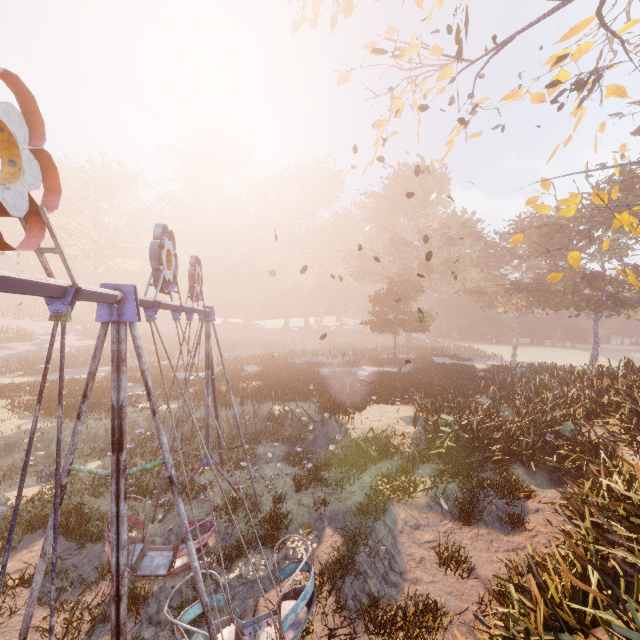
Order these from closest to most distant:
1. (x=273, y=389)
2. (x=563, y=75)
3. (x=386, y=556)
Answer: (x=386, y=556)
(x=563, y=75)
(x=273, y=389)

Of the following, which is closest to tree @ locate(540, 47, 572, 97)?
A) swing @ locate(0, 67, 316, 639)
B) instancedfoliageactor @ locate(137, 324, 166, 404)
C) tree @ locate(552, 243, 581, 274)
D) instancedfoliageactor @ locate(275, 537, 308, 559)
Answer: tree @ locate(552, 243, 581, 274)

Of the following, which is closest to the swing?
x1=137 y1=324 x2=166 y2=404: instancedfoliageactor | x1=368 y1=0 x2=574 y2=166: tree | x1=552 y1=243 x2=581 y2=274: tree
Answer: x1=368 y1=0 x2=574 y2=166: tree

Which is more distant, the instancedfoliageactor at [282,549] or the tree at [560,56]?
the tree at [560,56]

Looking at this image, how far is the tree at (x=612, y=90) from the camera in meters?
10.5

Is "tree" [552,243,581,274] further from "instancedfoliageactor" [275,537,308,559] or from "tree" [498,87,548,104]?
"instancedfoliageactor" [275,537,308,559]

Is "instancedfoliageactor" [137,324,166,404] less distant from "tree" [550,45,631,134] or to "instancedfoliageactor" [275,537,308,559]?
"instancedfoliageactor" [275,537,308,559]
